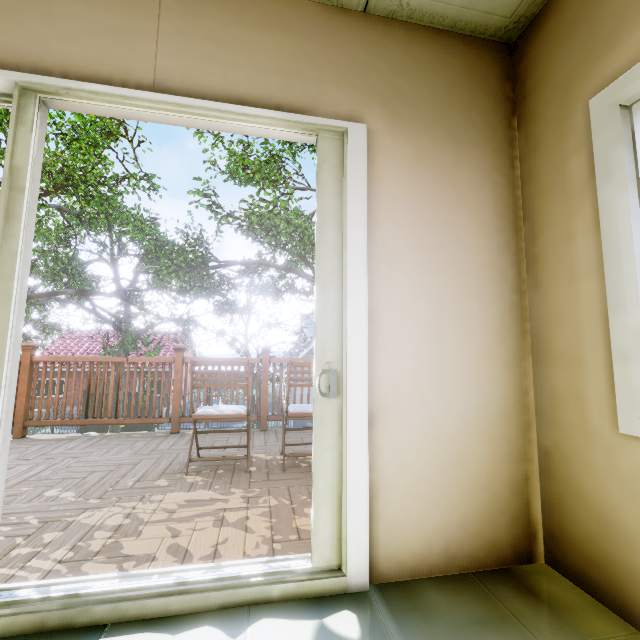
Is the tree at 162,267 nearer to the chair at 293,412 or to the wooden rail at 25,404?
the wooden rail at 25,404

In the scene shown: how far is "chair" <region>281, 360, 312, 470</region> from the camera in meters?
2.8 m

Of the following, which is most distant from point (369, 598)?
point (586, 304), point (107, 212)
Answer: point (107, 212)

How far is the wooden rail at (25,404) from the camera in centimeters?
377cm

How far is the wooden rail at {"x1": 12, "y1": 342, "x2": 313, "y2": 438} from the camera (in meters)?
3.77

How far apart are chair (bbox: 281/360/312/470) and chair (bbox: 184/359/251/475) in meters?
0.3

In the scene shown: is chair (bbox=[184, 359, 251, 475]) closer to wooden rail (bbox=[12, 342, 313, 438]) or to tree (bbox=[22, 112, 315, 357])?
wooden rail (bbox=[12, 342, 313, 438])

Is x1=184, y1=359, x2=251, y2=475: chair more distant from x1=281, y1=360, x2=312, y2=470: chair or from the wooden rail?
the wooden rail
